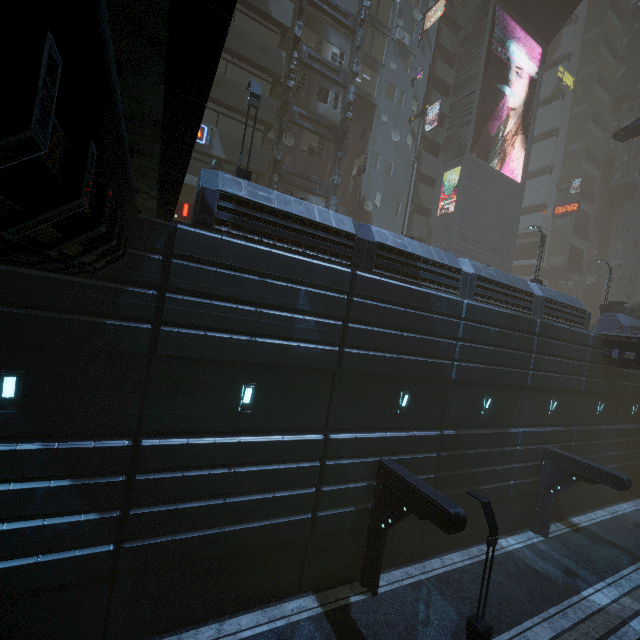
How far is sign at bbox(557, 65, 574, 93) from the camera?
49.4m

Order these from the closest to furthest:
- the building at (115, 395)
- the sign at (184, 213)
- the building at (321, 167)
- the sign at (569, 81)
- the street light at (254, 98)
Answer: the building at (115, 395) < the street light at (254, 98) < the sign at (184, 213) < the building at (321, 167) < the sign at (569, 81)

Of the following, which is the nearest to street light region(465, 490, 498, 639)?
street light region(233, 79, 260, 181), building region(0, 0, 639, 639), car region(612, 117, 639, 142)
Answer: building region(0, 0, 639, 639)

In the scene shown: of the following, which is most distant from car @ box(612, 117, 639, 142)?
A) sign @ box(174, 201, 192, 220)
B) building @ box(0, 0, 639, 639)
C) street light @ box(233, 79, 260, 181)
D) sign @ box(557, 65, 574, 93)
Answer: sign @ box(557, 65, 574, 93)

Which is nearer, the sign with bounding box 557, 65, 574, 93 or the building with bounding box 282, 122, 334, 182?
the building with bounding box 282, 122, 334, 182

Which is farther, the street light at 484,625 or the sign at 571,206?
the sign at 571,206

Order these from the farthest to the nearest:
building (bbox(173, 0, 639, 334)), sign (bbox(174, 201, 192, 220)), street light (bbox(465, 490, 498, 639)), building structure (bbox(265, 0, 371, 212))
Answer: building structure (bbox(265, 0, 371, 212))
sign (bbox(174, 201, 192, 220))
building (bbox(173, 0, 639, 334))
street light (bbox(465, 490, 498, 639))

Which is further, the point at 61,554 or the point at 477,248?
the point at 477,248
